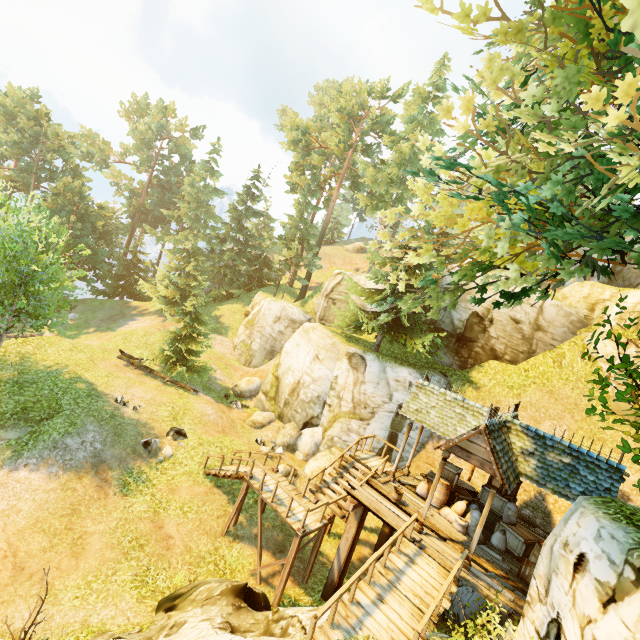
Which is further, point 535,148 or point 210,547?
point 210,547

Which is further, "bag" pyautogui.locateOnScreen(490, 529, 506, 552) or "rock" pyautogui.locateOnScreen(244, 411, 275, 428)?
"rock" pyautogui.locateOnScreen(244, 411, 275, 428)

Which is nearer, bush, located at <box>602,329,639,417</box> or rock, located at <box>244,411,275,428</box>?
bush, located at <box>602,329,639,417</box>

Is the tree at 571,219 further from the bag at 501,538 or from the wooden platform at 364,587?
the bag at 501,538

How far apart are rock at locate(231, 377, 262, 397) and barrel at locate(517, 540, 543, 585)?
19.33m

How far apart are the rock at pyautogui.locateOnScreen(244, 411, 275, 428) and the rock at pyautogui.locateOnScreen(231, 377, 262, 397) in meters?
2.7

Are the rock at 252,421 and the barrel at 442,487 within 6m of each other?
no

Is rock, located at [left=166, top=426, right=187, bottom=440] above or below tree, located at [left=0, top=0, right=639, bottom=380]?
below
